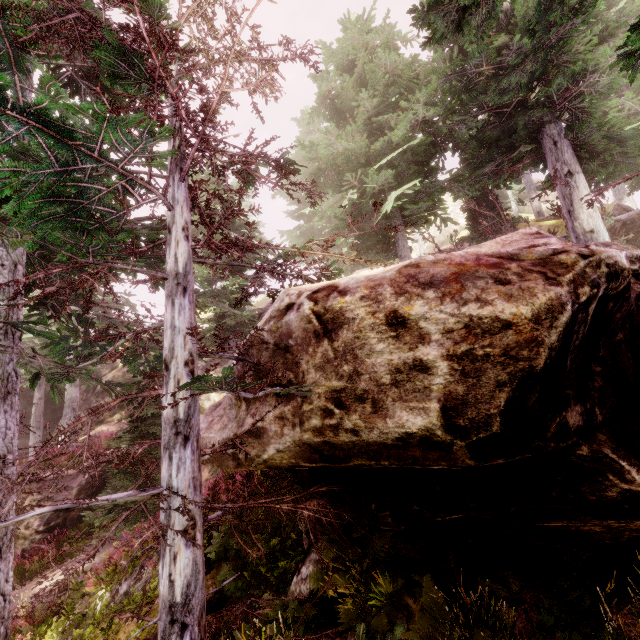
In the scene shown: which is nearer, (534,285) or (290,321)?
(534,285)

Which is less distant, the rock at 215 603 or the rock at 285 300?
the rock at 285 300

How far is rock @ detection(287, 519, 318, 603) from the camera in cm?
600

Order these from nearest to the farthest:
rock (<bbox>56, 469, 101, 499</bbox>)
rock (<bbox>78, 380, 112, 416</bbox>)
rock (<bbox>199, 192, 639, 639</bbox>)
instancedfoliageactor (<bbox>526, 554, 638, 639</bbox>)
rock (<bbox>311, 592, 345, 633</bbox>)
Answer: rock (<bbox>199, 192, 639, 639</bbox>)
instancedfoliageactor (<bbox>526, 554, 638, 639</bbox>)
rock (<bbox>311, 592, 345, 633</bbox>)
rock (<bbox>56, 469, 101, 499</bbox>)
rock (<bbox>78, 380, 112, 416</bbox>)

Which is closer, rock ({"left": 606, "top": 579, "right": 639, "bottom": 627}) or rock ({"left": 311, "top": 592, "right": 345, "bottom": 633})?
rock ({"left": 606, "top": 579, "right": 639, "bottom": 627})

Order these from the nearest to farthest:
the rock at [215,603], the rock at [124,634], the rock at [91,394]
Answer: the rock at [124,634]
the rock at [215,603]
the rock at [91,394]
